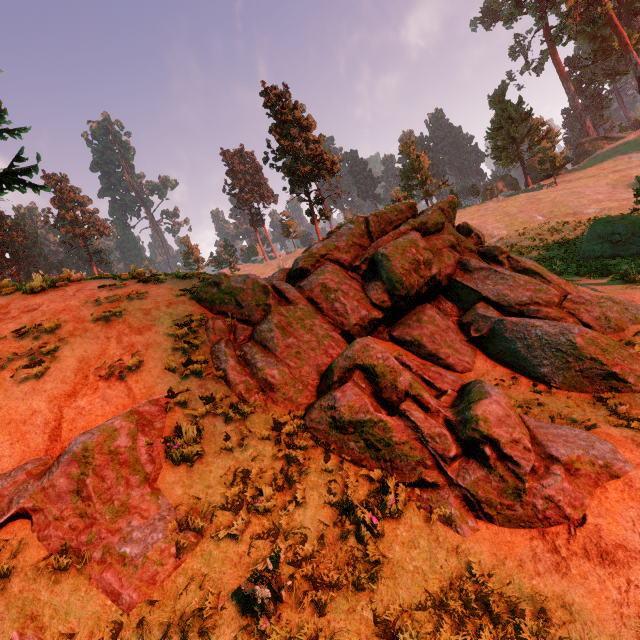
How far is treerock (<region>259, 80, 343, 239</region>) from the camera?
36.06m

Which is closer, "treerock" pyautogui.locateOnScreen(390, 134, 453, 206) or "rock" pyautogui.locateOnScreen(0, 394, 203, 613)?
"rock" pyautogui.locateOnScreen(0, 394, 203, 613)

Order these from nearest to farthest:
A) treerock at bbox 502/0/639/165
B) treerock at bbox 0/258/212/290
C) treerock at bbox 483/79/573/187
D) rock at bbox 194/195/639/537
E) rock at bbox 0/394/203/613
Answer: rock at bbox 0/394/203/613 < rock at bbox 194/195/639/537 < treerock at bbox 0/258/212/290 < treerock at bbox 502/0/639/165 < treerock at bbox 483/79/573/187

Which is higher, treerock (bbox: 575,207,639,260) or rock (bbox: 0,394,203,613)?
rock (bbox: 0,394,203,613)

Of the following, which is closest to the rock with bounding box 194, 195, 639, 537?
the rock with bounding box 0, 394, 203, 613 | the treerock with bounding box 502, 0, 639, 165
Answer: the rock with bounding box 0, 394, 203, 613

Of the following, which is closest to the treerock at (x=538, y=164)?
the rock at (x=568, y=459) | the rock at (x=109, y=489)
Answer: the rock at (x=109, y=489)

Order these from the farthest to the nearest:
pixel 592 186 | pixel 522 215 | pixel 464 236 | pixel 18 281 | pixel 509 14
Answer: pixel 18 281 < pixel 509 14 < pixel 592 186 < pixel 522 215 < pixel 464 236
